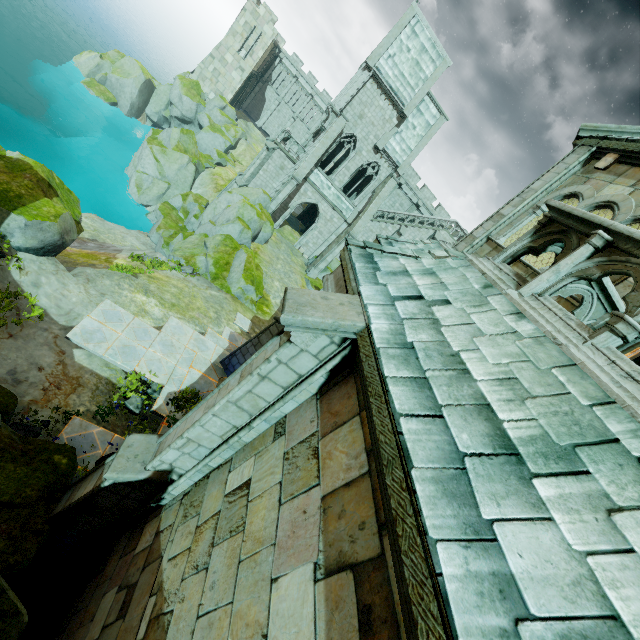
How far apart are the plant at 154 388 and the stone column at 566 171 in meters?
10.3

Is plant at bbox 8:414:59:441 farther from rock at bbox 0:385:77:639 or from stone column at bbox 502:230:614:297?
stone column at bbox 502:230:614:297

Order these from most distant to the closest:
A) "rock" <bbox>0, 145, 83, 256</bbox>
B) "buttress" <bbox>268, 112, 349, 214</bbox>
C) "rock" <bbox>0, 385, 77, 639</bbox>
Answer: "buttress" <bbox>268, 112, 349, 214</bbox> < "rock" <bbox>0, 145, 83, 256</bbox> < "rock" <bbox>0, 385, 77, 639</bbox>

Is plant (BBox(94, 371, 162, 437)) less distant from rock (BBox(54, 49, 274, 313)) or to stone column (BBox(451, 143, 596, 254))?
rock (BBox(54, 49, 274, 313))

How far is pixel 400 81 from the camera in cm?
2711

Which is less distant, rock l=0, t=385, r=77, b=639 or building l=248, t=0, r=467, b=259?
rock l=0, t=385, r=77, b=639

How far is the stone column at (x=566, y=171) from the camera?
7.9 meters

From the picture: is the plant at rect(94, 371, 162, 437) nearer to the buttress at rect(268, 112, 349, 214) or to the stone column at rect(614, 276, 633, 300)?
the stone column at rect(614, 276, 633, 300)
